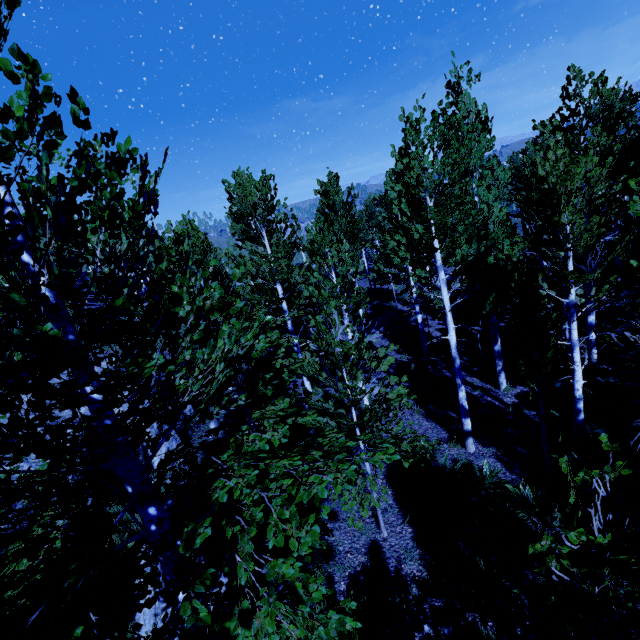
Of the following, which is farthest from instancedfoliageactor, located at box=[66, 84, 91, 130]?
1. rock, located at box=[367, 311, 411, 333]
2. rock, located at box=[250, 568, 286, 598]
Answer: rock, located at box=[367, 311, 411, 333]

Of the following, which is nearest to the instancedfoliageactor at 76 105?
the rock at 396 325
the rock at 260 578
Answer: the rock at 260 578

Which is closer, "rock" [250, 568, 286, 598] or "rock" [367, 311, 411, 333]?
"rock" [250, 568, 286, 598]

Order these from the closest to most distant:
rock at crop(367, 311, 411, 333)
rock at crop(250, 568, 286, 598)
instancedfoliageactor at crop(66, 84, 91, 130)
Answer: instancedfoliageactor at crop(66, 84, 91, 130) < rock at crop(250, 568, 286, 598) < rock at crop(367, 311, 411, 333)

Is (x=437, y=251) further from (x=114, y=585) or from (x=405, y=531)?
(x=114, y=585)

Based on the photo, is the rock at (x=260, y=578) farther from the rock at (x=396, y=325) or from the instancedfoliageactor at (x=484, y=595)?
the rock at (x=396, y=325)

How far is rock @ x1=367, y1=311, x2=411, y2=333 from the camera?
21.0 meters
